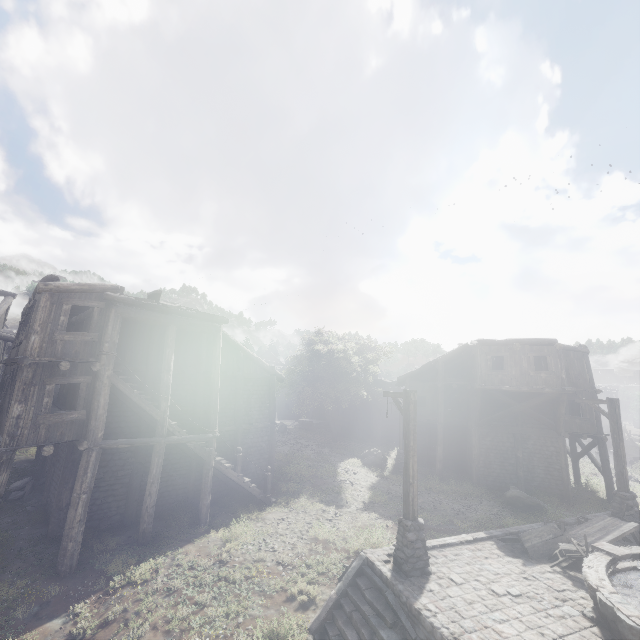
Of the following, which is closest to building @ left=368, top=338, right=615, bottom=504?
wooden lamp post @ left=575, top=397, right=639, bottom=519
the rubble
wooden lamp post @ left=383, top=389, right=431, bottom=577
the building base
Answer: the rubble

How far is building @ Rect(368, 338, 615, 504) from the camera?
19.80m

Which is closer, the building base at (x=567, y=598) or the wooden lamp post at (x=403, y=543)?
the building base at (x=567, y=598)

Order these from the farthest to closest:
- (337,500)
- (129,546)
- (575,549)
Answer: (337,500), (129,546), (575,549)

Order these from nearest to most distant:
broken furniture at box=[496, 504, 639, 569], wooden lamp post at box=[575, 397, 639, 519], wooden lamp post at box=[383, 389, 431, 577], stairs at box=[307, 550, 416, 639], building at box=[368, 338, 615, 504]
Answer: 1. stairs at box=[307, 550, 416, 639]
2. wooden lamp post at box=[383, 389, 431, 577]
3. broken furniture at box=[496, 504, 639, 569]
4. wooden lamp post at box=[575, 397, 639, 519]
5. building at box=[368, 338, 615, 504]

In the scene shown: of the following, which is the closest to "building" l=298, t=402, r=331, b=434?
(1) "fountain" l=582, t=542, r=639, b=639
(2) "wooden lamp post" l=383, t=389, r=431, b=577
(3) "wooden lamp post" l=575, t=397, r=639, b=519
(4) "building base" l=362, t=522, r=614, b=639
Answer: (2) "wooden lamp post" l=383, t=389, r=431, b=577

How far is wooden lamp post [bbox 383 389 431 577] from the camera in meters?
8.6 m

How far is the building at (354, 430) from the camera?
33.88m
